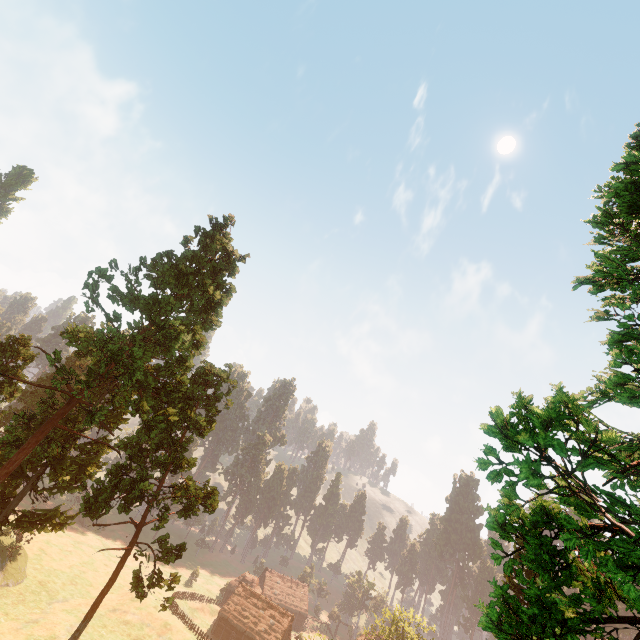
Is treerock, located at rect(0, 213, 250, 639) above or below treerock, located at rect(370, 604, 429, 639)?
above

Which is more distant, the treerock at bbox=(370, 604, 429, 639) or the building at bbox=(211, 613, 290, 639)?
the building at bbox=(211, 613, 290, 639)

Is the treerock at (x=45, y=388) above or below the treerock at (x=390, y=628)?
above

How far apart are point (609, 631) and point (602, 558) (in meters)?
2.15

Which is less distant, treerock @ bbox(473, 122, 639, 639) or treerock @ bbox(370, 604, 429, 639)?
treerock @ bbox(473, 122, 639, 639)

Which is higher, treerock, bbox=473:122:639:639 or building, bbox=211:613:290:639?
treerock, bbox=473:122:639:639

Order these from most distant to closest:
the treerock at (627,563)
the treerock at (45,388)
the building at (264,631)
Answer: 1. the building at (264,631)
2. the treerock at (45,388)
3. the treerock at (627,563)

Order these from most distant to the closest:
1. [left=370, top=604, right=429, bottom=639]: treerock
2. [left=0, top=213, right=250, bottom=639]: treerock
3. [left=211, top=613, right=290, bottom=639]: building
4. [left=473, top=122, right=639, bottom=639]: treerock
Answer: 1. [left=211, top=613, right=290, bottom=639]: building
2. [left=370, top=604, right=429, bottom=639]: treerock
3. [left=0, top=213, right=250, bottom=639]: treerock
4. [left=473, top=122, right=639, bottom=639]: treerock
